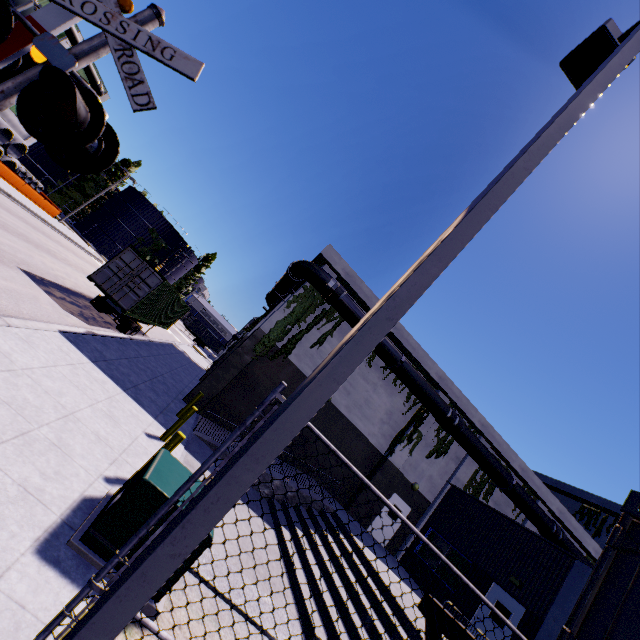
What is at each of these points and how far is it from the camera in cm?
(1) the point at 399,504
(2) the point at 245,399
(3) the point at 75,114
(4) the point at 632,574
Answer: (1) door, 1780
(2) building, 1617
(3) railroad crossing gate, 328
(4) cargo container door, 187

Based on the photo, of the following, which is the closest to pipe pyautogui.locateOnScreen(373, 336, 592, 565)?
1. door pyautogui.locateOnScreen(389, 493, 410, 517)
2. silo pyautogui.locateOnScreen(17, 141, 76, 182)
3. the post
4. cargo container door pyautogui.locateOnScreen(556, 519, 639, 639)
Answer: cargo container door pyautogui.locateOnScreen(556, 519, 639, 639)

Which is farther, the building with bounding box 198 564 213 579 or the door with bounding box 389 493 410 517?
the door with bounding box 389 493 410 517

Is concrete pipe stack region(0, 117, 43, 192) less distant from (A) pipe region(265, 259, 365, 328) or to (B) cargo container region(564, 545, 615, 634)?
(B) cargo container region(564, 545, 615, 634)

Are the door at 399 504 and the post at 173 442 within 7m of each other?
no

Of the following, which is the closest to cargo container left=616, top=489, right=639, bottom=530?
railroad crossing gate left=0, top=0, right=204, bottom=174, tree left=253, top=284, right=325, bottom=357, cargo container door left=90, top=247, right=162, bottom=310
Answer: cargo container door left=90, top=247, right=162, bottom=310

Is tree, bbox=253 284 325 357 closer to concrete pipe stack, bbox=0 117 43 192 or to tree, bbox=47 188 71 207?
concrete pipe stack, bbox=0 117 43 192

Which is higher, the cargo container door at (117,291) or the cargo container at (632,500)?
the cargo container at (632,500)
